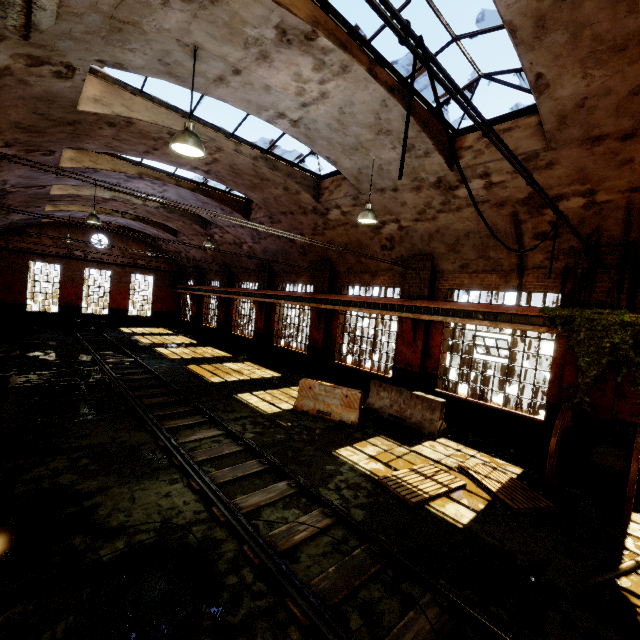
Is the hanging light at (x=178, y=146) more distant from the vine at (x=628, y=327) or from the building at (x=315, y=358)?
the vine at (x=628, y=327)

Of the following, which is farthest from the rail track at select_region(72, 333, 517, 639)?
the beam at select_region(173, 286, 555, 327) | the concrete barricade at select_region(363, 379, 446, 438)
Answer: the beam at select_region(173, 286, 555, 327)

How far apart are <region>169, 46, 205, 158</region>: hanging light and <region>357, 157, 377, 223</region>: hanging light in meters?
4.1

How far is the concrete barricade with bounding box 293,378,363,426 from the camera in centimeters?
967cm

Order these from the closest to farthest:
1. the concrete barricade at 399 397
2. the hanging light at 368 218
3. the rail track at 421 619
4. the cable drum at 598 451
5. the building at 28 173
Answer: the rail track at 421 619 → the cable drum at 598 451 → the hanging light at 368 218 → the concrete barricade at 399 397 → the building at 28 173

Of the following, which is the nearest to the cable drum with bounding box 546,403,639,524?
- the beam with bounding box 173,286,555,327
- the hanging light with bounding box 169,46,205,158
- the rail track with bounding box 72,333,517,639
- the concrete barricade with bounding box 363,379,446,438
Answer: the beam with bounding box 173,286,555,327

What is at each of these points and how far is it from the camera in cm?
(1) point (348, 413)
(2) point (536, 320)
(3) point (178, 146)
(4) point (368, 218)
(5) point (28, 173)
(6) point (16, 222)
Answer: (1) concrete barricade, 971
(2) beam, 846
(3) hanging light, 522
(4) hanging light, 823
(5) building, 1056
(6) building, 1945

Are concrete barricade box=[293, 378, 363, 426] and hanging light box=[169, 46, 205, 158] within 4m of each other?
no
